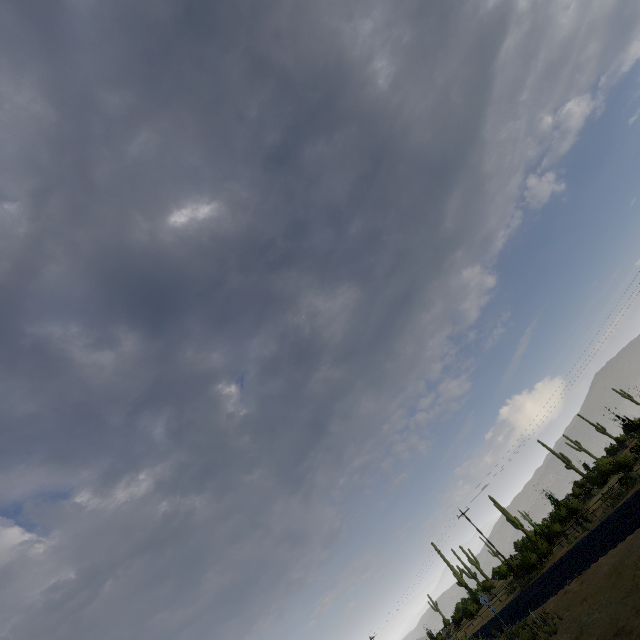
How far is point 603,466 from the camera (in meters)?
38.19
